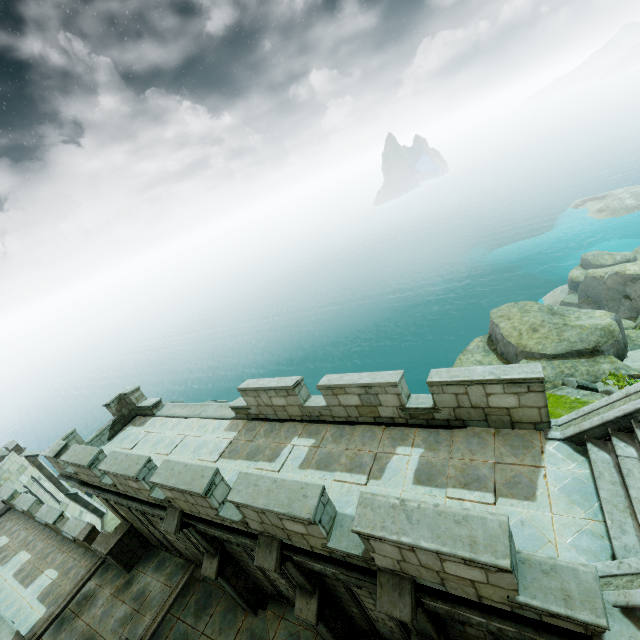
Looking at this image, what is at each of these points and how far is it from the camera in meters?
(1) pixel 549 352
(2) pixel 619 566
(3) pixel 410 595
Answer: (1) rock, 13.8 m
(2) stair, 4.3 m
(3) stone column, 5.1 m

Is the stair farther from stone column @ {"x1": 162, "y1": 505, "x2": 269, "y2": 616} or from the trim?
the trim

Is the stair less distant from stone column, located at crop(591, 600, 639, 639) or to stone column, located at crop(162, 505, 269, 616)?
stone column, located at crop(591, 600, 639, 639)

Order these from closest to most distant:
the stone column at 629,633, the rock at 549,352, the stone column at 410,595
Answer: the stone column at 629,633 → the stone column at 410,595 → the rock at 549,352

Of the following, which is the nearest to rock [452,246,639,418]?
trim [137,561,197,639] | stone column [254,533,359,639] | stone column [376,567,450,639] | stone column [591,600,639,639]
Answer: stone column [591,600,639,639]

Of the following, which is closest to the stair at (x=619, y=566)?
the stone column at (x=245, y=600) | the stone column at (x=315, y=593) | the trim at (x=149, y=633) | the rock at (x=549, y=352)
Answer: the stone column at (x=315, y=593)

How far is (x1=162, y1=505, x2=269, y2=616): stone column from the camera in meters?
8.7
